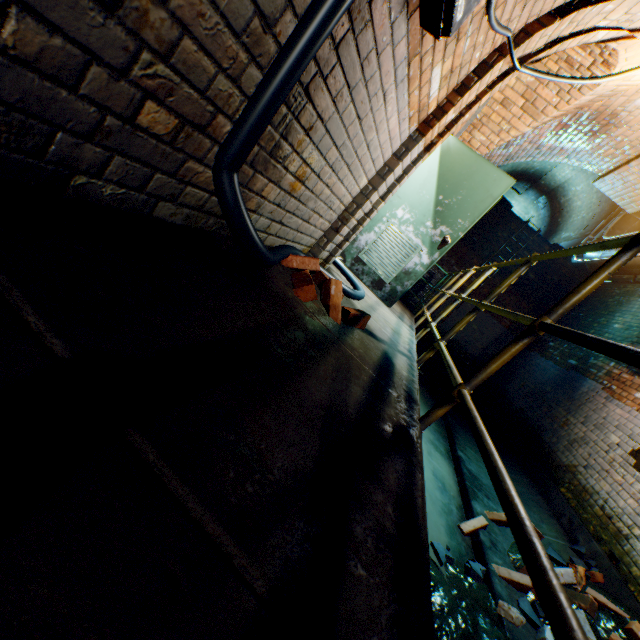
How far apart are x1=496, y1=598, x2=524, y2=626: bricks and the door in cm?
309

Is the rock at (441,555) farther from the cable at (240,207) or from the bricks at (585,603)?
the cable at (240,207)

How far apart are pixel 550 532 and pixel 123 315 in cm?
531

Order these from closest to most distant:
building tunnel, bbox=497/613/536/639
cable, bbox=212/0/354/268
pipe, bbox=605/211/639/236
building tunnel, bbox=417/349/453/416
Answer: cable, bbox=212/0/354/268 → building tunnel, bbox=497/613/536/639 → pipe, bbox=605/211/639/236 → building tunnel, bbox=417/349/453/416

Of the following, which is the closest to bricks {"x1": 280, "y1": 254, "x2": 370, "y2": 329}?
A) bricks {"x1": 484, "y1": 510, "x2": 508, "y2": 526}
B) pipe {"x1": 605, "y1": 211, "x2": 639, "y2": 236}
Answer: bricks {"x1": 484, "y1": 510, "x2": 508, "y2": 526}

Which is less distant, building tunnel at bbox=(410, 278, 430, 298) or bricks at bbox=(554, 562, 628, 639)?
bricks at bbox=(554, 562, 628, 639)

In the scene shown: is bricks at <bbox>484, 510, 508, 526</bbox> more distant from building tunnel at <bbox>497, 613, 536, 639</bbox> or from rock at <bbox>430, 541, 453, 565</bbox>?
rock at <bbox>430, 541, 453, 565</bbox>

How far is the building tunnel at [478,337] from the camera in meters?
10.2
